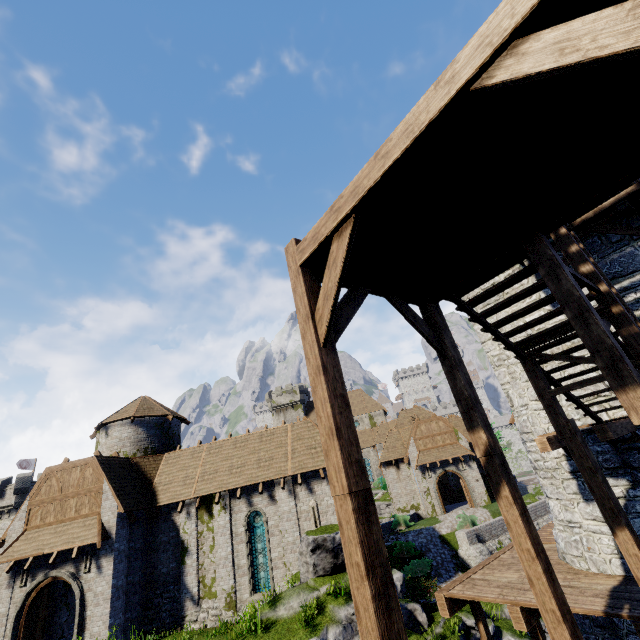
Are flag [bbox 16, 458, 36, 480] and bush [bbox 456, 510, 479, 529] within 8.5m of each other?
no

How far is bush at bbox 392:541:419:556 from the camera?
23.72m

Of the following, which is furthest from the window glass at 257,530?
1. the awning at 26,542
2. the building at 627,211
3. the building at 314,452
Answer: the building at 627,211

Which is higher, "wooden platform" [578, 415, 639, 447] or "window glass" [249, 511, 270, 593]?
"wooden platform" [578, 415, 639, 447]

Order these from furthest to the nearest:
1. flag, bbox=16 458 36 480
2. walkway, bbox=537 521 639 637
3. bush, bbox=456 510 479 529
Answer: flag, bbox=16 458 36 480 → bush, bbox=456 510 479 529 → walkway, bbox=537 521 639 637

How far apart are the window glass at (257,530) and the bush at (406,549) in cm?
1062

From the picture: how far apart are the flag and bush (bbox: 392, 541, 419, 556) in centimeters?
5172cm

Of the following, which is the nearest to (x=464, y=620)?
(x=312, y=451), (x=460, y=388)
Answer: (x=312, y=451)
